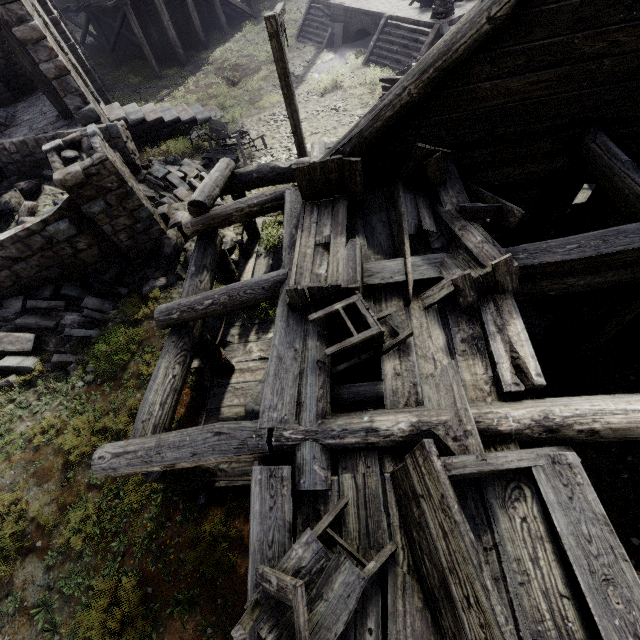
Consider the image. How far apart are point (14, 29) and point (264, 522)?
16.1 meters

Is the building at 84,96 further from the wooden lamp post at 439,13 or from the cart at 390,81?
the wooden lamp post at 439,13

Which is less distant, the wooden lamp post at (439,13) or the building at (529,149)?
the building at (529,149)

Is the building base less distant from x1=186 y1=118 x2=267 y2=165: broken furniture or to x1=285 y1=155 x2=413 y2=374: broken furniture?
x1=186 y1=118 x2=267 y2=165: broken furniture

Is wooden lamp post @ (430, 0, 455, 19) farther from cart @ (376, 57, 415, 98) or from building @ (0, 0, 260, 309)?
building @ (0, 0, 260, 309)

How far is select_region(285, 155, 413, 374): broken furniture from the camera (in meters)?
3.53

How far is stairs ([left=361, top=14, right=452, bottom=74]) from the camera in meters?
14.3 m

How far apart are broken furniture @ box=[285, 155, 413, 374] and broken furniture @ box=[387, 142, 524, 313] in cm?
13
